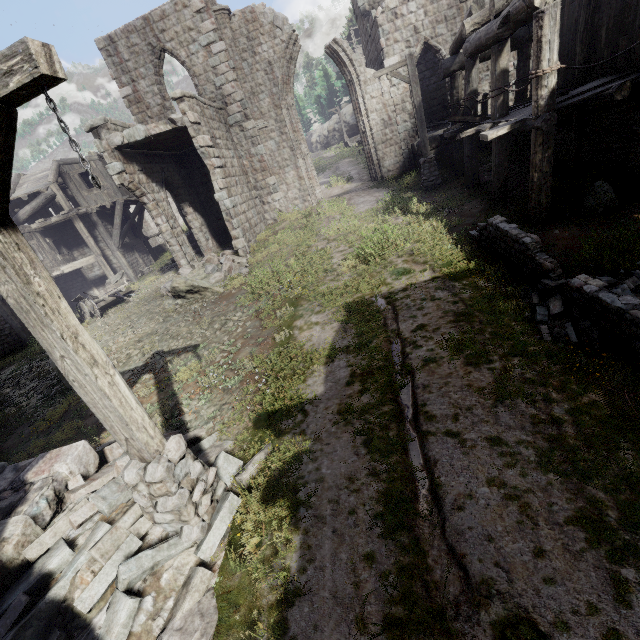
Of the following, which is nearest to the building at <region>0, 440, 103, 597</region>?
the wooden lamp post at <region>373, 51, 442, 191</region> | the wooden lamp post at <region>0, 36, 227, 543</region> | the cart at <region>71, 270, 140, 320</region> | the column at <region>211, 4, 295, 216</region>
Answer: the column at <region>211, 4, 295, 216</region>

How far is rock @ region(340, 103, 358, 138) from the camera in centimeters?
4725cm

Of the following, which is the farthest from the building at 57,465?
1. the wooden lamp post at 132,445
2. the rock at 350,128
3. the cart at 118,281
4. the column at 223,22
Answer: the rock at 350,128

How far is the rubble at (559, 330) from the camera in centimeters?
446cm

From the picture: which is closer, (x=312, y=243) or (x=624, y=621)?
(x=624, y=621)

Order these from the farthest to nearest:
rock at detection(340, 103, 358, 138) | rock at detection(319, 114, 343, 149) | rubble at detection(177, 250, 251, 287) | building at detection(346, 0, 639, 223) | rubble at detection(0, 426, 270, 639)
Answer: rock at detection(319, 114, 343, 149) → rock at detection(340, 103, 358, 138) → rubble at detection(177, 250, 251, 287) → building at detection(346, 0, 639, 223) → rubble at detection(0, 426, 270, 639)

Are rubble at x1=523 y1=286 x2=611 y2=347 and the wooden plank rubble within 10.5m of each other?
no

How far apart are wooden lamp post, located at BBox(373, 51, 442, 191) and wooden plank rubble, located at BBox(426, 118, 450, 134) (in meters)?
5.36
